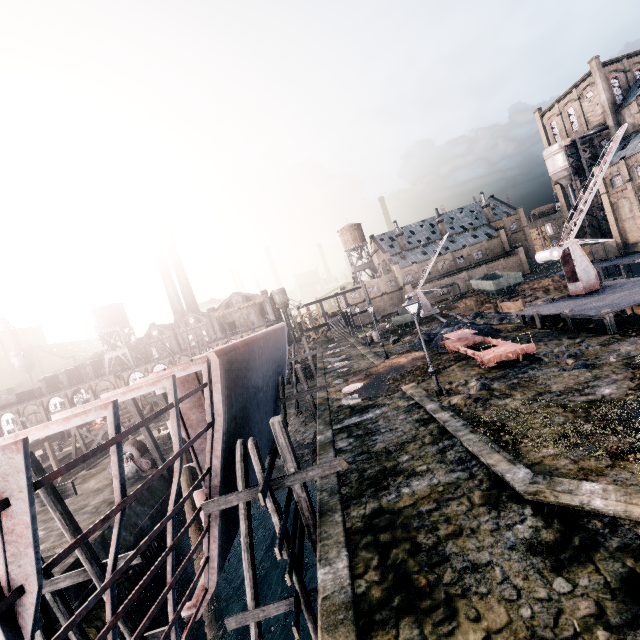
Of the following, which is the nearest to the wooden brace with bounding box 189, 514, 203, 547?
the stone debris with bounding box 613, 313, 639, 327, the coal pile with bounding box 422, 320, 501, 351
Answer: the coal pile with bounding box 422, 320, 501, 351

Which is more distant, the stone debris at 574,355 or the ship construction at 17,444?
the stone debris at 574,355

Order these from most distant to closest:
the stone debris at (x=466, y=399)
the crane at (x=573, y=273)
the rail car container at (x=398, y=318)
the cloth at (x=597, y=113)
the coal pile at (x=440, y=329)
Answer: the cloth at (x=597, y=113), the rail car container at (x=398, y=318), the coal pile at (x=440, y=329), the crane at (x=573, y=273), the stone debris at (x=466, y=399)

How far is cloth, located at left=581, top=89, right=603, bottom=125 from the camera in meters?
57.2 m

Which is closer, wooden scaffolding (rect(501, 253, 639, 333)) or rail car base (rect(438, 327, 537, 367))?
rail car base (rect(438, 327, 537, 367))

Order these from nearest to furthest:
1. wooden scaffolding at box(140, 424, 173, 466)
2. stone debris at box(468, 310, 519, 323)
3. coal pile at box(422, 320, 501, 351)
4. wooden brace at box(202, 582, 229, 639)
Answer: wooden brace at box(202, 582, 229, 639)
wooden scaffolding at box(140, 424, 173, 466)
coal pile at box(422, 320, 501, 351)
stone debris at box(468, 310, 519, 323)

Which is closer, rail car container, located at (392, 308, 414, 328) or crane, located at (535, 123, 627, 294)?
crane, located at (535, 123, 627, 294)

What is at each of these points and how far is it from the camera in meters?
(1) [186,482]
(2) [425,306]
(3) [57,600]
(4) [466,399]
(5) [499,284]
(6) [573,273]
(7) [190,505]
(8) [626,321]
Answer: (1) wooden brace, 20.4
(2) crane, 53.9
(3) wooden scaffolding, 10.5
(4) stone debris, 15.8
(5) rail car container, 54.1
(6) crane, 27.1
(7) wooden brace, 19.8
(8) stone debris, 20.9
